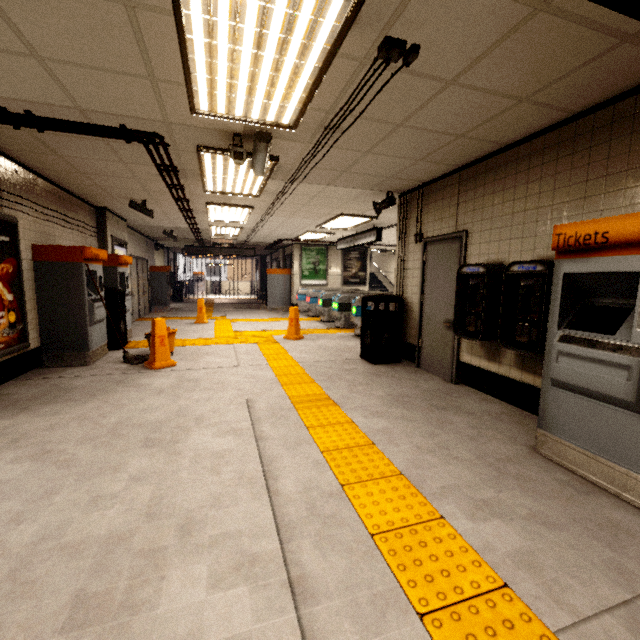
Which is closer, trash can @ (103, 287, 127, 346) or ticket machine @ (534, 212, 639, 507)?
ticket machine @ (534, 212, 639, 507)

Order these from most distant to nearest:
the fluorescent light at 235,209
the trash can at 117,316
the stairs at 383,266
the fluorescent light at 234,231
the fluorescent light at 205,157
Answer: the stairs at 383,266 → the fluorescent light at 234,231 → the fluorescent light at 235,209 → the trash can at 117,316 → the fluorescent light at 205,157

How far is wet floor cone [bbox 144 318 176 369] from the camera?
5.0 meters

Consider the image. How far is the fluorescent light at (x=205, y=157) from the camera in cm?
399

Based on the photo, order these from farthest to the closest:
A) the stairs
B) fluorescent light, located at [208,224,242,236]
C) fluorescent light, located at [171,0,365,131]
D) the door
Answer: the stairs, fluorescent light, located at [208,224,242,236], the door, fluorescent light, located at [171,0,365,131]

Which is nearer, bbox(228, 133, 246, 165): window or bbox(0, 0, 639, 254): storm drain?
bbox(0, 0, 639, 254): storm drain

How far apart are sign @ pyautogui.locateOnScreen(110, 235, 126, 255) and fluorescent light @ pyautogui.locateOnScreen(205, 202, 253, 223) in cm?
222

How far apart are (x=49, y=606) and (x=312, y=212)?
7.27m
